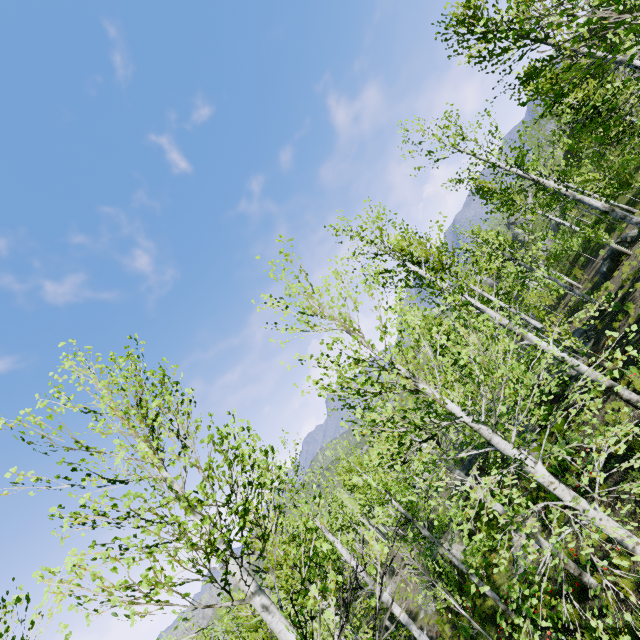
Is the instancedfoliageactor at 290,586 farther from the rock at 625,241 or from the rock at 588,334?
the rock at 625,241

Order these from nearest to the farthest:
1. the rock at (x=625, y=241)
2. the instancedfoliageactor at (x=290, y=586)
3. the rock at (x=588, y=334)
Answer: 1. the instancedfoliageactor at (x=290, y=586)
2. the rock at (x=588, y=334)
3. the rock at (x=625, y=241)

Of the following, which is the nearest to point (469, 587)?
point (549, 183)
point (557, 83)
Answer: point (549, 183)

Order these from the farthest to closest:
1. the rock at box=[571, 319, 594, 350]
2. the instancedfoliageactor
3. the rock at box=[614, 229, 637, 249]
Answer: the rock at box=[614, 229, 637, 249] → the rock at box=[571, 319, 594, 350] → the instancedfoliageactor

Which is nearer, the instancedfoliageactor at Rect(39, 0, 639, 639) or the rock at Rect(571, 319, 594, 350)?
the instancedfoliageactor at Rect(39, 0, 639, 639)

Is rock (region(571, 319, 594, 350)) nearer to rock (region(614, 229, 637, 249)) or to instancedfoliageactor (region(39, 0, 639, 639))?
rock (region(614, 229, 637, 249))

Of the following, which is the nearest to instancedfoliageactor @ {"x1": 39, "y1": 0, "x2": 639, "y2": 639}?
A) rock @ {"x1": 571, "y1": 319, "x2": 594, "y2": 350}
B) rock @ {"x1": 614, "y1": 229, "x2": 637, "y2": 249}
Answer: rock @ {"x1": 571, "y1": 319, "x2": 594, "y2": 350}
